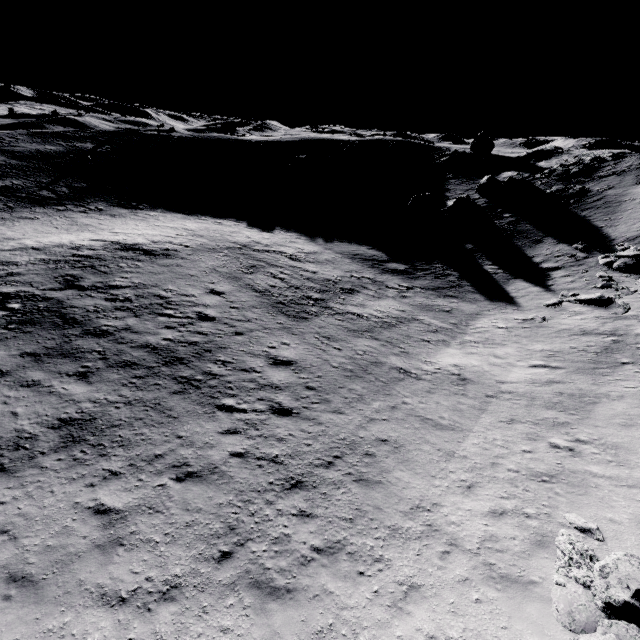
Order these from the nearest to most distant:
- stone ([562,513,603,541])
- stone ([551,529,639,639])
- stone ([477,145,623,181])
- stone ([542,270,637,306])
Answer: stone ([551,529,639,639])
stone ([562,513,603,541])
stone ([542,270,637,306])
stone ([477,145,623,181])

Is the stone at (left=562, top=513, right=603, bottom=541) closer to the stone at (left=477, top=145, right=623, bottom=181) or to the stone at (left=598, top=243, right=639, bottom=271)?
the stone at (left=598, top=243, right=639, bottom=271)

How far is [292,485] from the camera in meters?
10.4 m

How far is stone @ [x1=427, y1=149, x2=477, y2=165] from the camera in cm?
Answer: 4809

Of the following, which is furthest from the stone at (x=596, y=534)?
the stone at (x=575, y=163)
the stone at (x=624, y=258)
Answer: the stone at (x=575, y=163)

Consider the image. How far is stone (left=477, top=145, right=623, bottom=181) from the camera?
35.1 meters

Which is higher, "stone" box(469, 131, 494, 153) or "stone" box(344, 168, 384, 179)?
"stone" box(469, 131, 494, 153)

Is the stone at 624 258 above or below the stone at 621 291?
above
